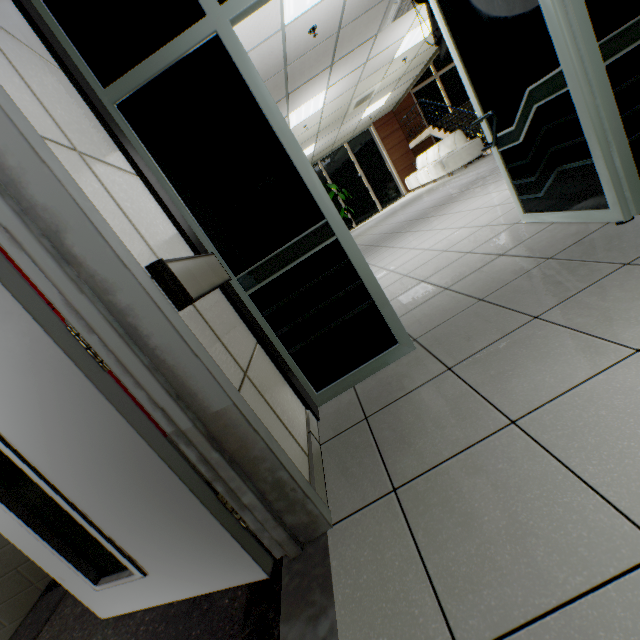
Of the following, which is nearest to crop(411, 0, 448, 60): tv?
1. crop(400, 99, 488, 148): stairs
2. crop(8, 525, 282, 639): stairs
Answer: crop(8, 525, 282, 639): stairs

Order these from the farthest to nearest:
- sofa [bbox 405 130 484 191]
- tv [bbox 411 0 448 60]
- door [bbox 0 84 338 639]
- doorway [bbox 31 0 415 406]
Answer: sofa [bbox 405 130 484 191] < tv [bbox 411 0 448 60] < doorway [bbox 31 0 415 406] < door [bbox 0 84 338 639]

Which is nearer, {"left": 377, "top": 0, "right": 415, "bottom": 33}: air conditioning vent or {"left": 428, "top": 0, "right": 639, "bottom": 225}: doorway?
{"left": 428, "top": 0, "right": 639, "bottom": 225}: doorway

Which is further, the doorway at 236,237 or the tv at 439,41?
the tv at 439,41

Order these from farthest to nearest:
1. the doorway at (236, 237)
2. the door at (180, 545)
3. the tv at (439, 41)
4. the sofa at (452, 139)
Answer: the sofa at (452, 139) < the tv at (439, 41) < the doorway at (236, 237) < the door at (180, 545)

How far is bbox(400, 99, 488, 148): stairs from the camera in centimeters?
972cm

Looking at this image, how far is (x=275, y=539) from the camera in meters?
1.2 m

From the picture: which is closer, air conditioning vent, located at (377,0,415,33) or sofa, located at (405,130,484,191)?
air conditioning vent, located at (377,0,415,33)
